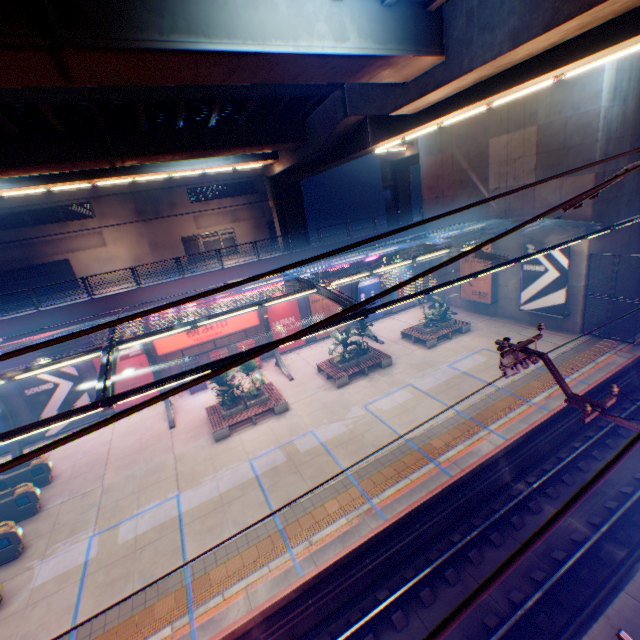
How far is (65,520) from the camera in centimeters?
1262cm

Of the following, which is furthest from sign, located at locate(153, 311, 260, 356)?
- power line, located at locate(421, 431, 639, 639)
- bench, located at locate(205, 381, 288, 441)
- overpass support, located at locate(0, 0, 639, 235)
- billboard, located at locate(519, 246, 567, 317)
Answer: power line, located at locate(421, 431, 639, 639)

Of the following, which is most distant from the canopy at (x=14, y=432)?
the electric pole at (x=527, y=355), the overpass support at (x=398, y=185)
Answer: the overpass support at (x=398, y=185)

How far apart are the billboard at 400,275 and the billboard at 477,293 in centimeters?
401cm

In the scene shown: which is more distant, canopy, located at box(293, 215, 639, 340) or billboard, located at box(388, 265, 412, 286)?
billboard, located at box(388, 265, 412, 286)

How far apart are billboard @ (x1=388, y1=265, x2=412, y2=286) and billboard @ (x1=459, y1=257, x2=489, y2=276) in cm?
401

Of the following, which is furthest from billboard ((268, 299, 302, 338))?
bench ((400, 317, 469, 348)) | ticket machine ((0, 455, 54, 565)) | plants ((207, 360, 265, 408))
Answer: ticket machine ((0, 455, 54, 565))

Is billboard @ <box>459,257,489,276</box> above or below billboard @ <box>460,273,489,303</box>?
above
